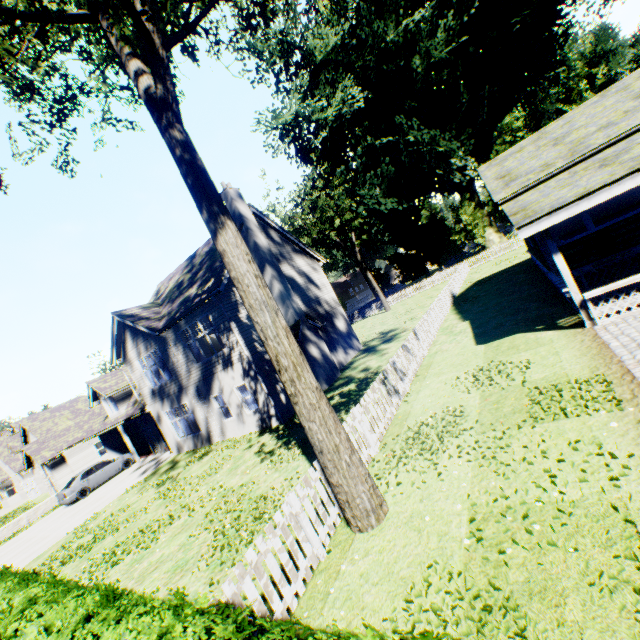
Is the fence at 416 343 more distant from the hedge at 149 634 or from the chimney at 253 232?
the chimney at 253 232

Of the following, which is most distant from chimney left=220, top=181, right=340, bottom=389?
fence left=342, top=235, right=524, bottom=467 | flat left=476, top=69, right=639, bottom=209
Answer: flat left=476, top=69, right=639, bottom=209

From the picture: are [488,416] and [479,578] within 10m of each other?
yes

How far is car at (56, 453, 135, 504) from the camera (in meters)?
21.02

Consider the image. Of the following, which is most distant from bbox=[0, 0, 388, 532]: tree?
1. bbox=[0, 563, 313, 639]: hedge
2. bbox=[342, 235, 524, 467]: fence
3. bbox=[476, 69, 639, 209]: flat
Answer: bbox=[476, 69, 639, 209]: flat

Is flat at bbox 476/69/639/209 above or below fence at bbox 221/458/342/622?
above

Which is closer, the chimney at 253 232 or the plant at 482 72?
the chimney at 253 232

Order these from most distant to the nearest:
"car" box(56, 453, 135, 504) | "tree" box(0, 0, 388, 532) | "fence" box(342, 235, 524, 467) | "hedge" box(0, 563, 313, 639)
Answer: "car" box(56, 453, 135, 504)
"fence" box(342, 235, 524, 467)
"tree" box(0, 0, 388, 532)
"hedge" box(0, 563, 313, 639)
